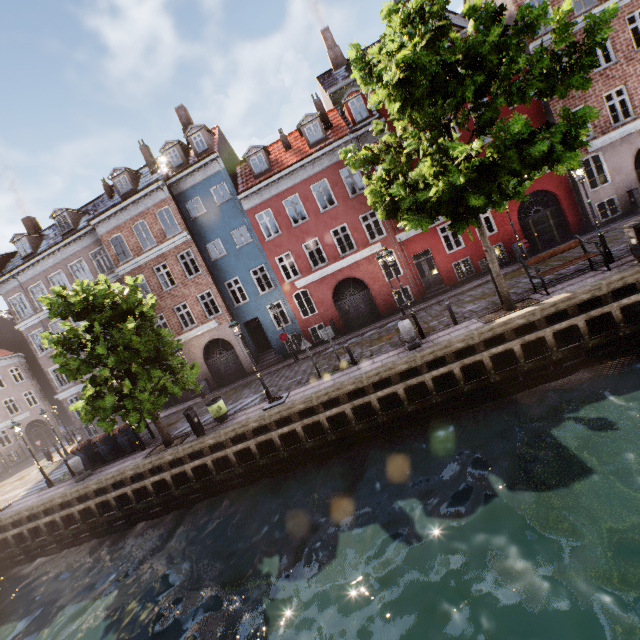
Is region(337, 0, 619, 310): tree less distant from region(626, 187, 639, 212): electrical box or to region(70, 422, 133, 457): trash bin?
region(70, 422, 133, 457): trash bin

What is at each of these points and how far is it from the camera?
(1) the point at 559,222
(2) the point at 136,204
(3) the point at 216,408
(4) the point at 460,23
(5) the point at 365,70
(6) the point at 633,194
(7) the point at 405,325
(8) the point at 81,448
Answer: (1) building, 18.9 meters
(2) building, 21.3 meters
(3) trash bin, 13.9 meters
(4) building, 17.5 meters
(5) tree, 10.9 meters
(6) electrical box, 17.2 meters
(7) pillar, 11.9 meters
(8) trash bin, 16.7 meters

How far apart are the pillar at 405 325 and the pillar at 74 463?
16.0m

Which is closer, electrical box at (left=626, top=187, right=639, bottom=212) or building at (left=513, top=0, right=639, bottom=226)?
building at (left=513, top=0, right=639, bottom=226)

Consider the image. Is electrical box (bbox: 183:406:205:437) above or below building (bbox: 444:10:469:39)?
below

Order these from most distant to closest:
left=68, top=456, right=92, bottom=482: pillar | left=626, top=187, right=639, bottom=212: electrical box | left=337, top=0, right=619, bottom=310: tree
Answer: left=626, top=187, right=639, bottom=212: electrical box
left=68, top=456, right=92, bottom=482: pillar
left=337, top=0, right=619, bottom=310: tree

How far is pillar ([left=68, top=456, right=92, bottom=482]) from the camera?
15.0m

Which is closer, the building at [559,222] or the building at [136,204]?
the building at [559,222]
